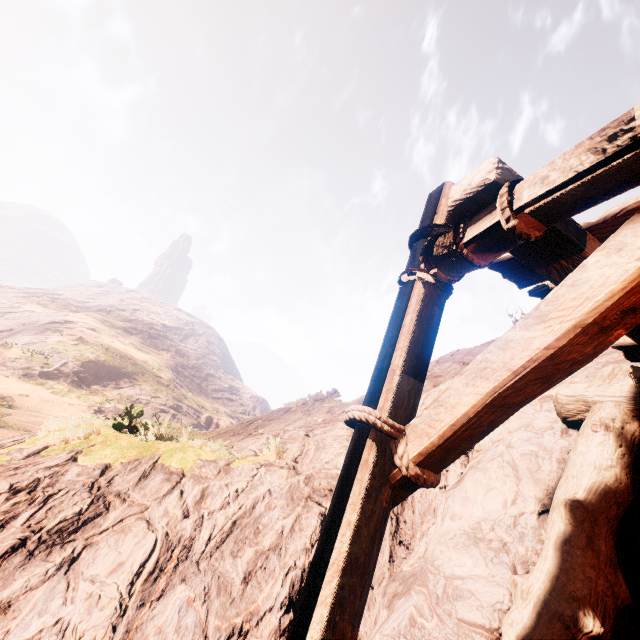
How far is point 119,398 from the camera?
30.6m

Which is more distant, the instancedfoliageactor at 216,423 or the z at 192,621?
the instancedfoliageactor at 216,423

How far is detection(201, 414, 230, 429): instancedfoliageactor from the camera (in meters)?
39.49

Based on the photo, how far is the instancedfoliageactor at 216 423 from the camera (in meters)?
39.49

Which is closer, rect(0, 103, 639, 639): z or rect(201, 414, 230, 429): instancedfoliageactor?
rect(0, 103, 639, 639): z
